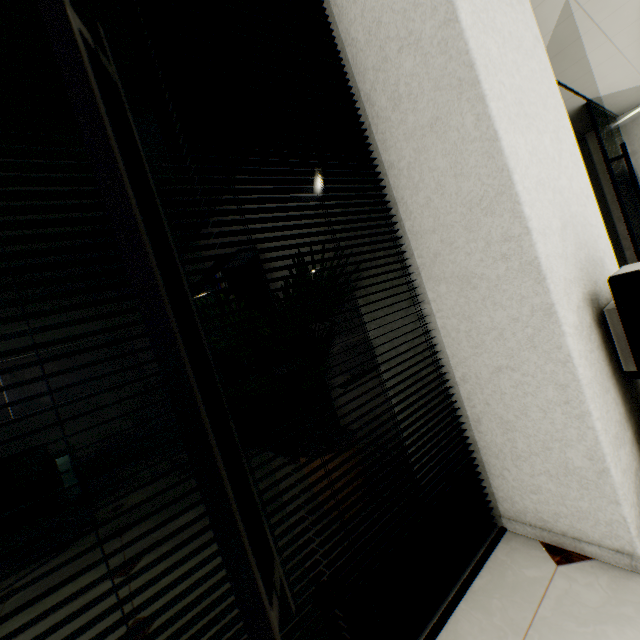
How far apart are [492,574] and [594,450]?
0.7 meters

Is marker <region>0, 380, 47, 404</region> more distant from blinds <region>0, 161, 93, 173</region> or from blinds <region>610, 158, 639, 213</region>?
blinds <region>610, 158, 639, 213</region>

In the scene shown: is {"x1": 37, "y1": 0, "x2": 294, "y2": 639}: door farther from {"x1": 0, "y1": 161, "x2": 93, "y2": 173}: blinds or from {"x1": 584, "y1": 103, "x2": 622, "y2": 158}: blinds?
{"x1": 584, "y1": 103, "x2": 622, "y2": 158}: blinds

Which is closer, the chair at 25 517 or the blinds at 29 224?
the blinds at 29 224

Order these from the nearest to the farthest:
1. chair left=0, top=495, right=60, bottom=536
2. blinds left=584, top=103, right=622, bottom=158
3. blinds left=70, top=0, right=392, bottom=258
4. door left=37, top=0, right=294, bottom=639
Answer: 1. door left=37, top=0, right=294, bottom=639
2. blinds left=70, top=0, right=392, bottom=258
3. chair left=0, top=495, right=60, bottom=536
4. blinds left=584, top=103, right=622, bottom=158

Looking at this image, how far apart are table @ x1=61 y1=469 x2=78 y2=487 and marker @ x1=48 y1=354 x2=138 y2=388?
1.77m

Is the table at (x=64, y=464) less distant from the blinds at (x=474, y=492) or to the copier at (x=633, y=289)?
the blinds at (x=474, y=492)

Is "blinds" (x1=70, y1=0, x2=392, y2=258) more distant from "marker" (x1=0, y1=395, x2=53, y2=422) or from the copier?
"marker" (x1=0, y1=395, x2=53, y2=422)
